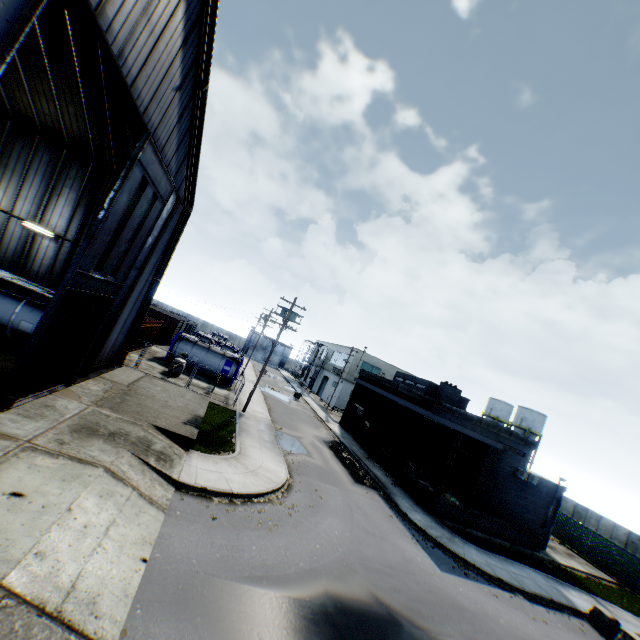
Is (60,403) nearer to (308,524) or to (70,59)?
(308,524)

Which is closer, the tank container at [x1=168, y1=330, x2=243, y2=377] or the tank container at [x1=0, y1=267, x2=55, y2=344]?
the tank container at [x1=0, y1=267, x2=55, y2=344]

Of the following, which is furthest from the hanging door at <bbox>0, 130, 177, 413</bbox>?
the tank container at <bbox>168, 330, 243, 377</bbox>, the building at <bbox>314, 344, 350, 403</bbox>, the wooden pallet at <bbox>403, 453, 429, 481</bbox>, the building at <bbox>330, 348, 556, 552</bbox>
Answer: the building at <bbox>314, 344, 350, 403</bbox>

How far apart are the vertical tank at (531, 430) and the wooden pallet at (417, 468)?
33.6m

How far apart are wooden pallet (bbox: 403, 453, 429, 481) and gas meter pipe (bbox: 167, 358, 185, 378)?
19.4 meters

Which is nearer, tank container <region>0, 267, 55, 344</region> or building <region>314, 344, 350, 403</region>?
tank container <region>0, 267, 55, 344</region>

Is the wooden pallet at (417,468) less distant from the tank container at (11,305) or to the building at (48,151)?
the building at (48,151)

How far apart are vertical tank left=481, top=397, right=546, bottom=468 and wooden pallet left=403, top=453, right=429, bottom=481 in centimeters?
3358cm
